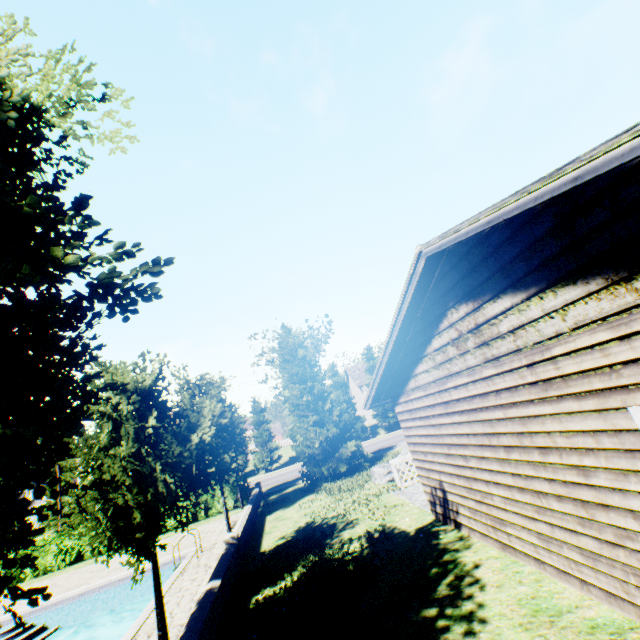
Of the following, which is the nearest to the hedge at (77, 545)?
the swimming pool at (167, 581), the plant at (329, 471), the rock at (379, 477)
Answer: the swimming pool at (167, 581)

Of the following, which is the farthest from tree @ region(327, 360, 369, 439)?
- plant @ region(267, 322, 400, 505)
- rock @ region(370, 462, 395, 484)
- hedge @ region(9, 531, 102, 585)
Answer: hedge @ region(9, 531, 102, 585)

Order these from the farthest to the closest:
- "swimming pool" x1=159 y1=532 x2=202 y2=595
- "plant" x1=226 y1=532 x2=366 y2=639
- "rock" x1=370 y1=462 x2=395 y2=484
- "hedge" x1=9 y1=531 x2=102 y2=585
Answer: "hedge" x1=9 y1=531 x2=102 y2=585
"rock" x1=370 y1=462 x2=395 y2=484
"swimming pool" x1=159 y1=532 x2=202 y2=595
"plant" x1=226 y1=532 x2=366 y2=639

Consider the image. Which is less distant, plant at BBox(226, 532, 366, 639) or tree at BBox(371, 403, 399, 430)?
plant at BBox(226, 532, 366, 639)

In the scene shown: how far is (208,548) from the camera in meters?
13.3 m

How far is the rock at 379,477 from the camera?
15.1m

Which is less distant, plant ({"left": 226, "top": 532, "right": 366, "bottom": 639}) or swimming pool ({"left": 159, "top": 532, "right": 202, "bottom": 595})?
plant ({"left": 226, "top": 532, "right": 366, "bottom": 639})

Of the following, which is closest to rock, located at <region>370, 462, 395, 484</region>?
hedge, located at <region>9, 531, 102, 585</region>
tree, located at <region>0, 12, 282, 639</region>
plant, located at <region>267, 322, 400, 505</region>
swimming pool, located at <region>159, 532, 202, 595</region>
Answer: plant, located at <region>267, 322, 400, 505</region>
